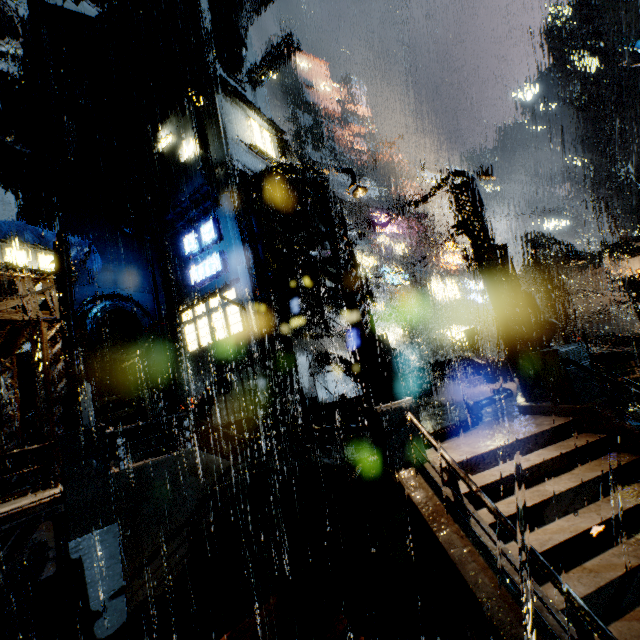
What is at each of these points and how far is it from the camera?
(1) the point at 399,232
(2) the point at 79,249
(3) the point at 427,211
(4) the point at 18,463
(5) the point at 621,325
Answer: (1) sign, 39.4m
(2) cloth, 17.8m
(3) building, 41.6m
(4) building, 14.2m
(5) cloth, 33.5m

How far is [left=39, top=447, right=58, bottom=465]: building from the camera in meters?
10.8 m

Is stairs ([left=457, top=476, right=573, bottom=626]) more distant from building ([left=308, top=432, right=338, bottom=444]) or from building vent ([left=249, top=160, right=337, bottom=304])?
building vent ([left=249, top=160, right=337, bottom=304])

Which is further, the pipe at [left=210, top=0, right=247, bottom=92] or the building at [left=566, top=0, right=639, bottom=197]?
the building at [left=566, top=0, right=639, bottom=197]

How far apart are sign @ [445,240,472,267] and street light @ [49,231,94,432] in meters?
37.4 m

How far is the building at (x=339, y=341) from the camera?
22.1 meters

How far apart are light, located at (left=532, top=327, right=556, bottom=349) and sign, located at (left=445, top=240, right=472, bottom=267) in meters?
30.7
